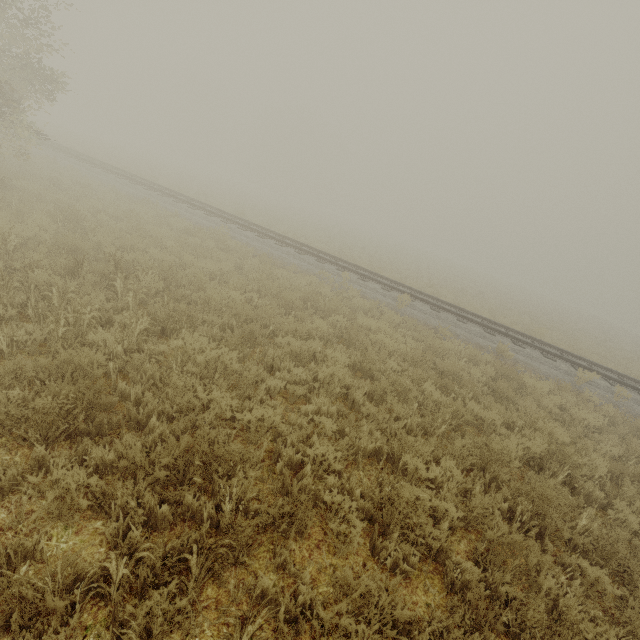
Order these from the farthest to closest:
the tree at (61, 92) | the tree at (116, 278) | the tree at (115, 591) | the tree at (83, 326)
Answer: the tree at (61, 92) → the tree at (116, 278) → the tree at (83, 326) → the tree at (115, 591)

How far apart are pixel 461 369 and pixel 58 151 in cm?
2533

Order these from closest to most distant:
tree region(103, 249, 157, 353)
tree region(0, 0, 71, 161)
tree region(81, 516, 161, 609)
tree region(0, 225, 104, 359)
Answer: tree region(81, 516, 161, 609)
tree region(0, 225, 104, 359)
tree region(103, 249, 157, 353)
tree region(0, 0, 71, 161)

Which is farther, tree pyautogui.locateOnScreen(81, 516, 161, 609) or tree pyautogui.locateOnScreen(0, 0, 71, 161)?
tree pyautogui.locateOnScreen(0, 0, 71, 161)

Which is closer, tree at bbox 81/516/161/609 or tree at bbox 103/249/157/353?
tree at bbox 81/516/161/609

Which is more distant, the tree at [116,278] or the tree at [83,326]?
the tree at [116,278]
